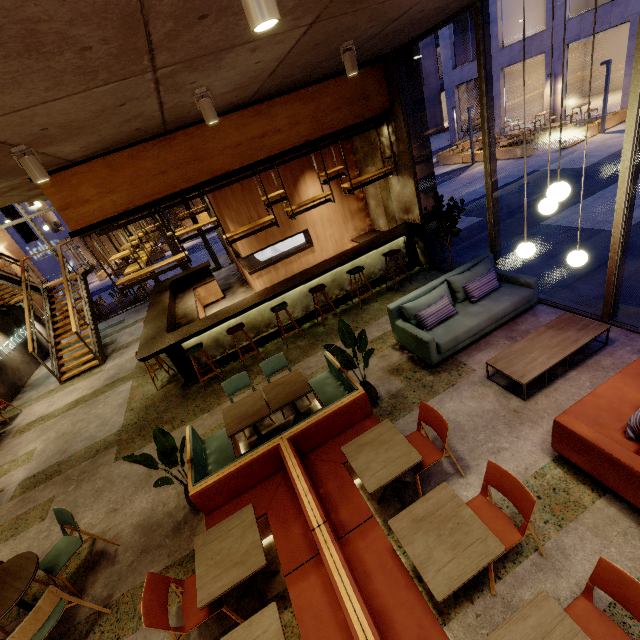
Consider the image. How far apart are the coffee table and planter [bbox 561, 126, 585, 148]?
14.9m

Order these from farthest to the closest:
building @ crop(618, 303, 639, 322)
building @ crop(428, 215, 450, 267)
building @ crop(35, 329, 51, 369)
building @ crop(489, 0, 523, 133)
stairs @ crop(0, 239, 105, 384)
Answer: building @ crop(489, 0, 523, 133)
building @ crop(35, 329, 51, 369)
stairs @ crop(0, 239, 105, 384)
building @ crop(428, 215, 450, 267)
building @ crop(618, 303, 639, 322)

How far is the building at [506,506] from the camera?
3.15m

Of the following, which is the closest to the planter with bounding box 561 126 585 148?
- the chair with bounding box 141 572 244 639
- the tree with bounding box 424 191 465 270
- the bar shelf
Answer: the bar shelf

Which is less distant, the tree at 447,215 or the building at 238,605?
the building at 238,605

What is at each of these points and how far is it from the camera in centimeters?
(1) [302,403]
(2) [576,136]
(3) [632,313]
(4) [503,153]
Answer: (1) building, 555cm
(2) planter, 1484cm
(3) building, 489cm
(4) planter, 1681cm

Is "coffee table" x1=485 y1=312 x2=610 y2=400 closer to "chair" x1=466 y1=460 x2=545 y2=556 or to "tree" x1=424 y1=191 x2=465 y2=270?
"chair" x1=466 y1=460 x2=545 y2=556

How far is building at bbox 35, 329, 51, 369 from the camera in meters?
11.8 m
